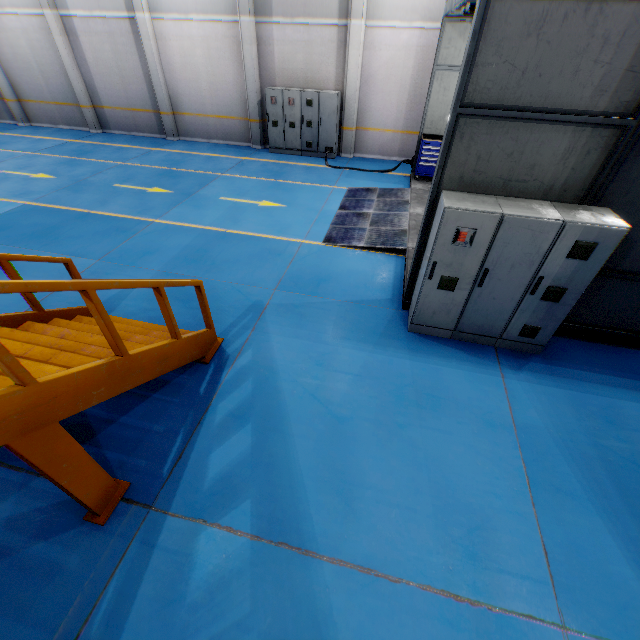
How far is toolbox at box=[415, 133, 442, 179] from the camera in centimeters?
999cm

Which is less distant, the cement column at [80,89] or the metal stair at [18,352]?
the metal stair at [18,352]

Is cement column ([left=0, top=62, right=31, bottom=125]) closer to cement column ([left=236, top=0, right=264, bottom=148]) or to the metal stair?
cement column ([left=236, top=0, right=264, bottom=148])

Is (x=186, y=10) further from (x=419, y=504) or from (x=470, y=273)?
(x=419, y=504)

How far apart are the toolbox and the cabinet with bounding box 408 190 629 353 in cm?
667

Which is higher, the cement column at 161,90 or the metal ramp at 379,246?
the cement column at 161,90

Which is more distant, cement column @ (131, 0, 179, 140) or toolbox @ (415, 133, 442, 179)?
cement column @ (131, 0, 179, 140)

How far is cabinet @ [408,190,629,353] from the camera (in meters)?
3.94
